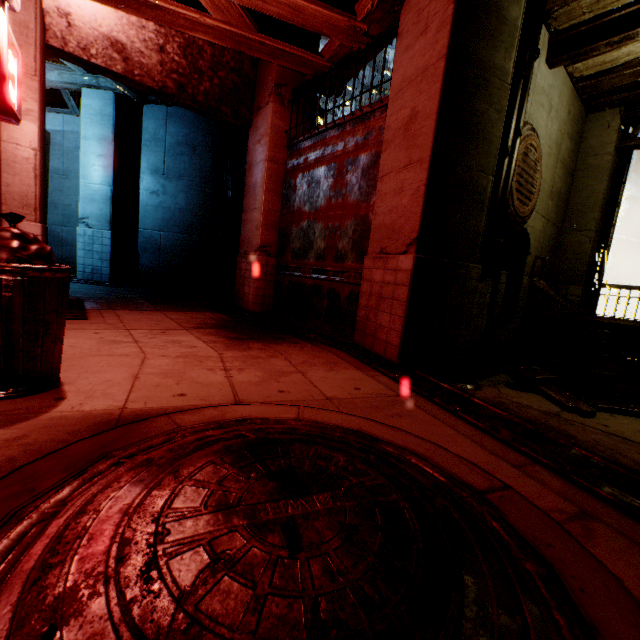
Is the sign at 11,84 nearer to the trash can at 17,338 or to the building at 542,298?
the building at 542,298

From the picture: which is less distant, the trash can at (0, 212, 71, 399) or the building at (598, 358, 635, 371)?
the trash can at (0, 212, 71, 399)

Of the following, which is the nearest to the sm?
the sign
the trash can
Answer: the trash can

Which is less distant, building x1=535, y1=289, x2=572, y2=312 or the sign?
the sign

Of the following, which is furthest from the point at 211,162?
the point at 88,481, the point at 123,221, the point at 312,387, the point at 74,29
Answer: the point at 88,481

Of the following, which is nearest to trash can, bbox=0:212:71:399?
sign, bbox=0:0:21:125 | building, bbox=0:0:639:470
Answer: building, bbox=0:0:639:470

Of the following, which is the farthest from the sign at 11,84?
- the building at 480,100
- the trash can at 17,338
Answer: the trash can at 17,338

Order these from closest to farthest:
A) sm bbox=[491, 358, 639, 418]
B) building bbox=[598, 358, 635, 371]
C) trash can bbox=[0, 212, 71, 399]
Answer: trash can bbox=[0, 212, 71, 399]
sm bbox=[491, 358, 639, 418]
building bbox=[598, 358, 635, 371]
